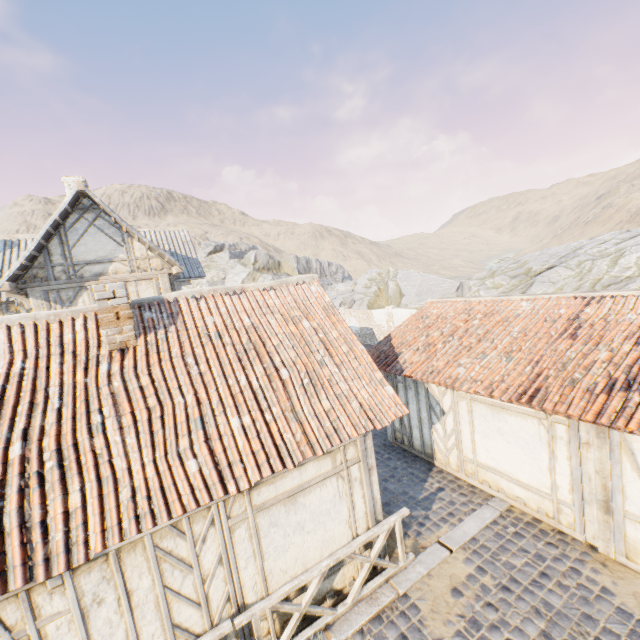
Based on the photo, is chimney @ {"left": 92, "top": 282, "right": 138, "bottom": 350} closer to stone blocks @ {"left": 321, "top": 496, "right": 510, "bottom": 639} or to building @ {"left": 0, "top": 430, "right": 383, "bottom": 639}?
building @ {"left": 0, "top": 430, "right": 383, "bottom": 639}

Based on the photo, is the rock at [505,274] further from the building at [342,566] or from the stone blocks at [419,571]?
the building at [342,566]

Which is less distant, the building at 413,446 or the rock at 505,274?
the building at 413,446

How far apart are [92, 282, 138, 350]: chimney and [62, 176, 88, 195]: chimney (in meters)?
11.73

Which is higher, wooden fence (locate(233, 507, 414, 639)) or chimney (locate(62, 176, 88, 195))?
chimney (locate(62, 176, 88, 195))

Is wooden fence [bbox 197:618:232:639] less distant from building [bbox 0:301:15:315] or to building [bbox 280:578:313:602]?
building [bbox 280:578:313:602]

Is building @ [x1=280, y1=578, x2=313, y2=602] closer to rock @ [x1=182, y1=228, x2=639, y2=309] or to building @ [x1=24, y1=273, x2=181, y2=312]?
building @ [x1=24, y1=273, x2=181, y2=312]

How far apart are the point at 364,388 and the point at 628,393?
4.3 meters
